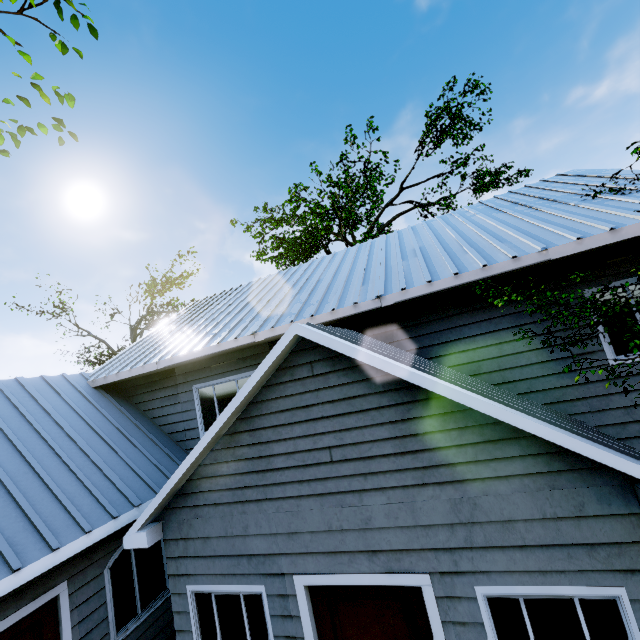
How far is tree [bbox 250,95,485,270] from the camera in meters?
17.7

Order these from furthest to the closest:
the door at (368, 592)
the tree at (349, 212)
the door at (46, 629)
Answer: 1. the tree at (349, 212)
2. the door at (46, 629)
3. the door at (368, 592)

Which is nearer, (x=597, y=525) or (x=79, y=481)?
(x=597, y=525)

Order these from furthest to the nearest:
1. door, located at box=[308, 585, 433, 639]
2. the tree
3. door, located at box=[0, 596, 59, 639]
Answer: the tree → door, located at box=[0, 596, 59, 639] → door, located at box=[308, 585, 433, 639]

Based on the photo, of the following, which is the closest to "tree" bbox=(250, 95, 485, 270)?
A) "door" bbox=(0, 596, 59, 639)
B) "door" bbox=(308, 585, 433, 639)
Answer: "door" bbox=(0, 596, 59, 639)

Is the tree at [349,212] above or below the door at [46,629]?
above

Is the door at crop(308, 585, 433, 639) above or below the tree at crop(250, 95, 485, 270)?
below
